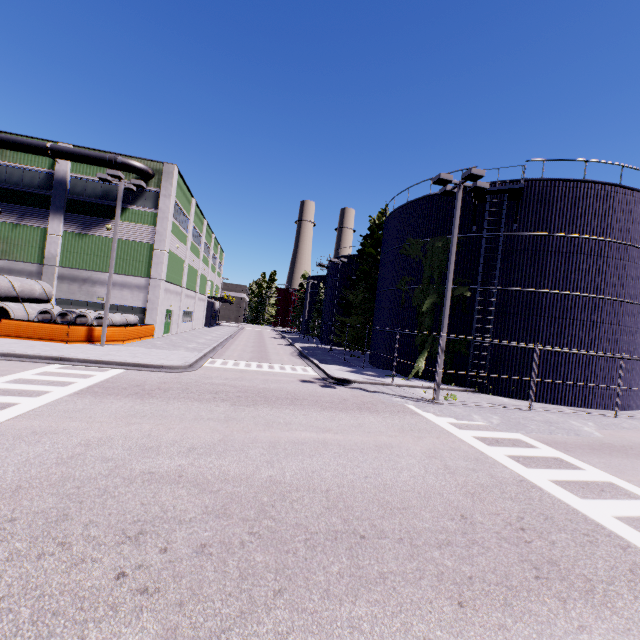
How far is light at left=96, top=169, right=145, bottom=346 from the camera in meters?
18.2

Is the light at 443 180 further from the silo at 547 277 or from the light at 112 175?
the light at 112 175

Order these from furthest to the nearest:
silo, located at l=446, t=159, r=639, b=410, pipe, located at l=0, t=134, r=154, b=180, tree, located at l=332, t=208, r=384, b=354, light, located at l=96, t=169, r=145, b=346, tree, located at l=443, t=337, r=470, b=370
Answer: tree, located at l=332, t=208, r=384, b=354, pipe, located at l=0, t=134, r=154, b=180, tree, located at l=443, t=337, r=470, b=370, light, located at l=96, t=169, r=145, b=346, silo, located at l=446, t=159, r=639, b=410

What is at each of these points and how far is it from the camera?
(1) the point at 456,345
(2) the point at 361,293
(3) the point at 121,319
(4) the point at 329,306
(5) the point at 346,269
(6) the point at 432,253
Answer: (1) tree, 19.0 meters
(2) tree, 33.1 meters
(3) concrete pipe stack, 23.6 meters
(4) silo, 44.7 meters
(5) silo, 42.2 meters
(6) tree, 20.5 meters

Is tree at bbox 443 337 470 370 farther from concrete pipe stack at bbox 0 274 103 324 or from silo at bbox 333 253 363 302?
concrete pipe stack at bbox 0 274 103 324

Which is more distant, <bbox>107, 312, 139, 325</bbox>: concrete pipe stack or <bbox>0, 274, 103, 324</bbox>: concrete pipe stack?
<bbox>107, 312, 139, 325</bbox>: concrete pipe stack

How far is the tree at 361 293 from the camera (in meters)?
32.62

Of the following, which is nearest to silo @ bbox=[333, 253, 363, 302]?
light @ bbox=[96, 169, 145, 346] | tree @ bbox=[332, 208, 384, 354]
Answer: tree @ bbox=[332, 208, 384, 354]
